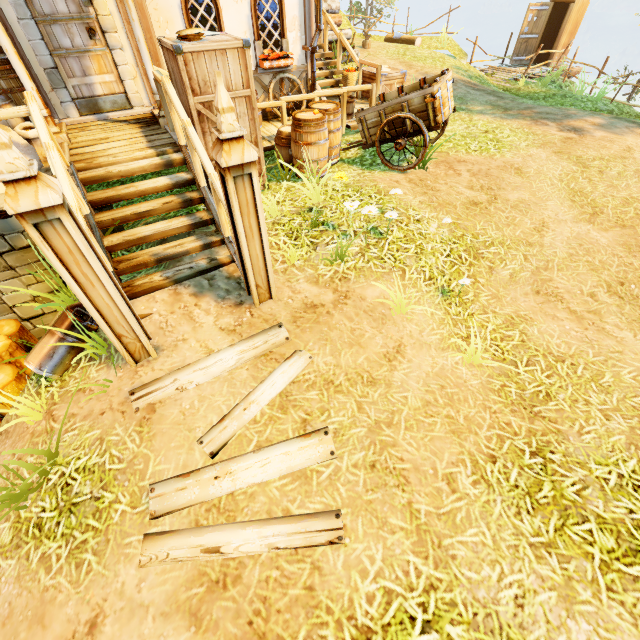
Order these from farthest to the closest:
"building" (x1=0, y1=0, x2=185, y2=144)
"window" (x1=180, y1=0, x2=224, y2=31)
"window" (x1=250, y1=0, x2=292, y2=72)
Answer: "window" (x1=250, y1=0, x2=292, y2=72)
"window" (x1=180, y1=0, x2=224, y2=31)
"building" (x1=0, y1=0, x2=185, y2=144)

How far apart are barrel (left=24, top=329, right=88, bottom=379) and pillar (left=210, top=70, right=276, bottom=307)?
1.8 meters

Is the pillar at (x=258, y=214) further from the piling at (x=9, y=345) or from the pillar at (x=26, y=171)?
the piling at (x=9, y=345)

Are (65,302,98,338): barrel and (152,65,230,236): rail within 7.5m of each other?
yes

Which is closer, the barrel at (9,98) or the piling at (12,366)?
the piling at (12,366)

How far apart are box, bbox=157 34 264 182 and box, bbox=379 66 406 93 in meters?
5.3 m

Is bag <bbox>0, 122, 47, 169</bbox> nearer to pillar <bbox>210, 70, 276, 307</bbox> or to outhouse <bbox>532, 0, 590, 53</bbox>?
pillar <bbox>210, 70, 276, 307</bbox>

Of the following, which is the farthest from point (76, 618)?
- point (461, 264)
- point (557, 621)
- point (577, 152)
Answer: point (577, 152)
